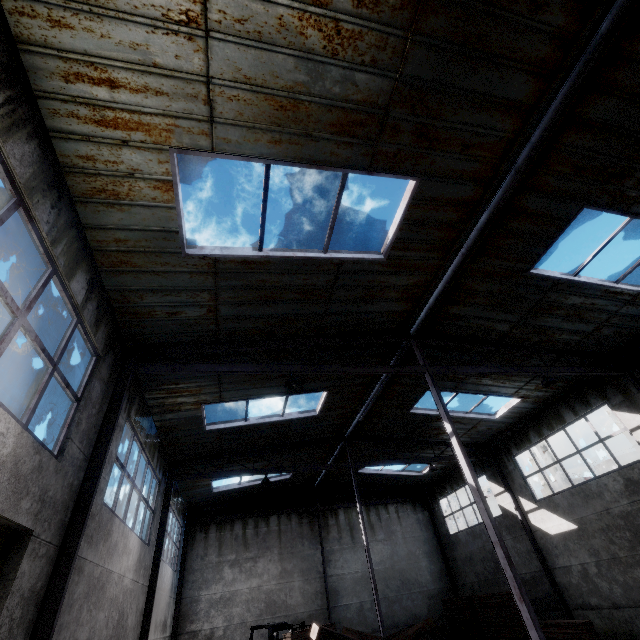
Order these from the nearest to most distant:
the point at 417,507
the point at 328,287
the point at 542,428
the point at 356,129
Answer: the point at 356,129, the point at 328,287, the point at 542,428, the point at 417,507

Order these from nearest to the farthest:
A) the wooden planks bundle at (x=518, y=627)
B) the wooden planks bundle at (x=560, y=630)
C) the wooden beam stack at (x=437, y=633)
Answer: the wooden planks bundle at (x=560, y=630) < the wooden planks bundle at (x=518, y=627) < the wooden beam stack at (x=437, y=633)

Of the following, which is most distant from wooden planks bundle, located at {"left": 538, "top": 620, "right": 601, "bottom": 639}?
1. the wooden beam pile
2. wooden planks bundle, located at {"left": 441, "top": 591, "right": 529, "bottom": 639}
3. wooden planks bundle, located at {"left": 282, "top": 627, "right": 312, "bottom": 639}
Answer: wooden planks bundle, located at {"left": 282, "top": 627, "right": 312, "bottom": 639}

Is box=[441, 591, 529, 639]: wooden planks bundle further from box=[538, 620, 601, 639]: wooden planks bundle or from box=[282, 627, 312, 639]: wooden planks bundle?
box=[282, 627, 312, 639]: wooden planks bundle

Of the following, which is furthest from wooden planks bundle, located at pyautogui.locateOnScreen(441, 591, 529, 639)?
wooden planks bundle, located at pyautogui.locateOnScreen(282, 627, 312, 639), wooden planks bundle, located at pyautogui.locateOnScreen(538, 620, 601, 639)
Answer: wooden planks bundle, located at pyautogui.locateOnScreen(282, 627, 312, 639)

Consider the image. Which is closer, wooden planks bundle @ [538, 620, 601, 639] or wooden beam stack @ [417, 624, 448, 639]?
wooden planks bundle @ [538, 620, 601, 639]

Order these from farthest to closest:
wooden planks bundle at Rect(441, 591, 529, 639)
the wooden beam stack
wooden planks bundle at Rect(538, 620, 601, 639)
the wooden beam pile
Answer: the wooden beam stack < wooden planks bundle at Rect(441, 591, 529, 639) < wooden planks bundle at Rect(538, 620, 601, 639) < the wooden beam pile

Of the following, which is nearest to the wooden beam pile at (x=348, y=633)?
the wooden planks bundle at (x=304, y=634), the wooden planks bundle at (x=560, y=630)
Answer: the wooden planks bundle at (x=304, y=634)
